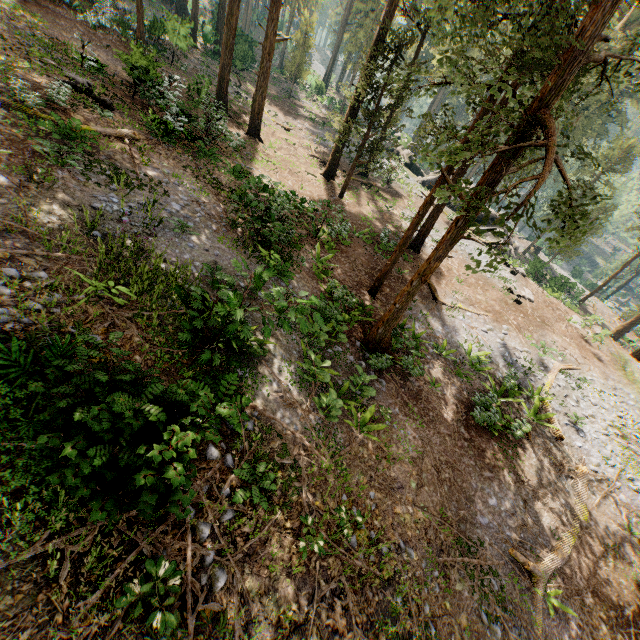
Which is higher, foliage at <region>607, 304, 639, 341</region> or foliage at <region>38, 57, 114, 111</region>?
foliage at <region>38, 57, 114, 111</region>

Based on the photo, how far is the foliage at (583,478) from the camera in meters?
11.9

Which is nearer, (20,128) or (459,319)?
(20,128)

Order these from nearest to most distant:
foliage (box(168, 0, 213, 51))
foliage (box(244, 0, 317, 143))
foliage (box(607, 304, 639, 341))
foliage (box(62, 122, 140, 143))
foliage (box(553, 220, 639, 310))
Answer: foliage (box(62, 122, 140, 143))
foliage (box(244, 0, 317, 143))
foliage (box(168, 0, 213, 51))
foliage (box(553, 220, 639, 310))
foliage (box(607, 304, 639, 341))

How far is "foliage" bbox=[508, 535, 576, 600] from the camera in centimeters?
906cm
